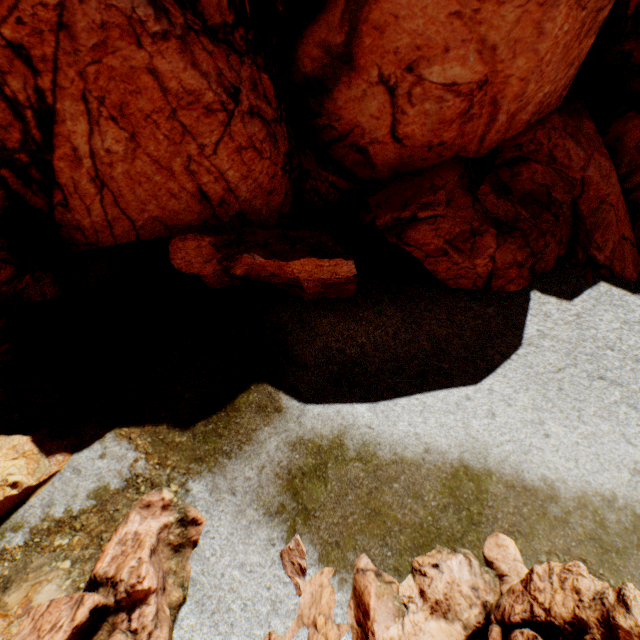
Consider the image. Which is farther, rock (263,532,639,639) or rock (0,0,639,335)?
rock (0,0,639,335)

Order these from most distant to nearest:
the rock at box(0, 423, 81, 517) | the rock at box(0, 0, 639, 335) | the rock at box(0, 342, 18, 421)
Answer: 1. the rock at box(0, 0, 639, 335)
2. the rock at box(0, 342, 18, 421)
3. the rock at box(0, 423, 81, 517)

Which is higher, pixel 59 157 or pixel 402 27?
pixel 402 27

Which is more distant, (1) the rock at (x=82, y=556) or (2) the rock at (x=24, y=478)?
(2) the rock at (x=24, y=478)

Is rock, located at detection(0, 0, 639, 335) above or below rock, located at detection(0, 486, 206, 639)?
above

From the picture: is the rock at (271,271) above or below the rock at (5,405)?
above
